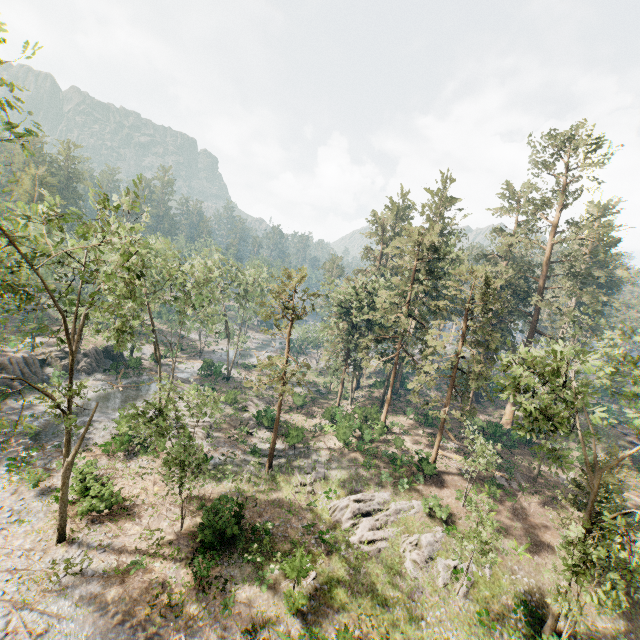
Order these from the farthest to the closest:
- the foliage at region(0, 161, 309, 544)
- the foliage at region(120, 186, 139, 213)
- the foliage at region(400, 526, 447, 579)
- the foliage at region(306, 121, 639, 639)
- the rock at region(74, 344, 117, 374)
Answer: the rock at region(74, 344, 117, 374)
the foliage at region(400, 526, 447, 579)
the foliage at region(306, 121, 639, 639)
the foliage at region(0, 161, 309, 544)
the foliage at region(120, 186, 139, 213)

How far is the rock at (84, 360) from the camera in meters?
41.9

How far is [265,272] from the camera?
48.3m

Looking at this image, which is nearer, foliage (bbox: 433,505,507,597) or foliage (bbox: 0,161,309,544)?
foliage (bbox: 0,161,309,544)

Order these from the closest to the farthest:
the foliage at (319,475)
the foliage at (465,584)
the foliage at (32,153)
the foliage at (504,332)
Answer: the foliage at (32,153)
the foliage at (504,332)
the foliage at (465,584)
the foliage at (319,475)

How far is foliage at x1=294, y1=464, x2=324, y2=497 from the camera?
26.64m
